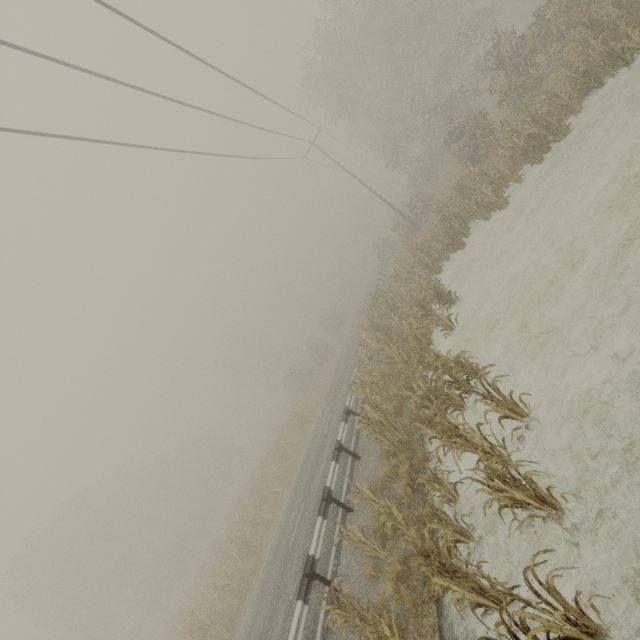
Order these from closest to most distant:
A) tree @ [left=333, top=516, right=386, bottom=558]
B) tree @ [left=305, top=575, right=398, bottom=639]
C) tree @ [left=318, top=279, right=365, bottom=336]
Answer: tree @ [left=305, top=575, right=398, bottom=639], tree @ [left=333, top=516, right=386, bottom=558], tree @ [left=318, top=279, right=365, bottom=336]

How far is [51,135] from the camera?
6.59m

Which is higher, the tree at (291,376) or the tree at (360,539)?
the tree at (291,376)

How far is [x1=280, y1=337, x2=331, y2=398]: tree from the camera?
38.2m

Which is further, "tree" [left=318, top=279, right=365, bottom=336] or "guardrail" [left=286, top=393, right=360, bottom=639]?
"tree" [left=318, top=279, right=365, bottom=336]

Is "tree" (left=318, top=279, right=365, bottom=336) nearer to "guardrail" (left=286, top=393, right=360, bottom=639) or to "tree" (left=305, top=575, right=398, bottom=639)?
"guardrail" (left=286, top=393, right=360, bottom=639)

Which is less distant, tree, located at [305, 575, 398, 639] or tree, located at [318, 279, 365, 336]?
tree, located at [305, 575, 398, 639]

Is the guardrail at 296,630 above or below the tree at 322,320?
below
